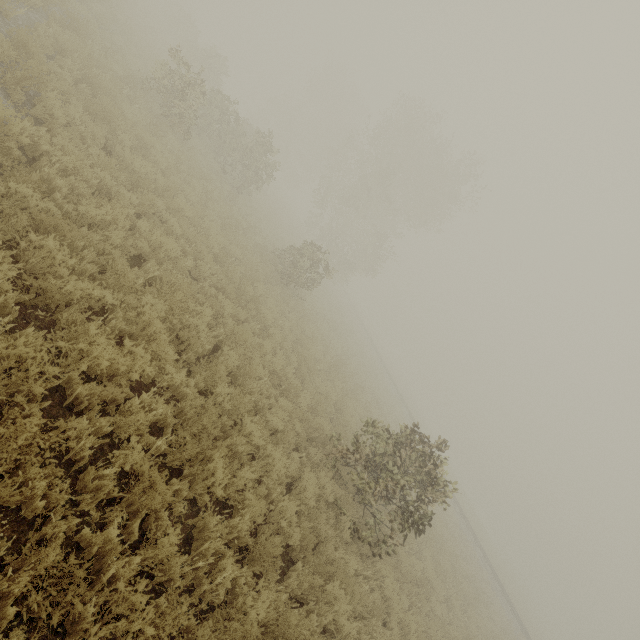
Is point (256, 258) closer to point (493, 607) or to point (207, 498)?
point (207, 498)
